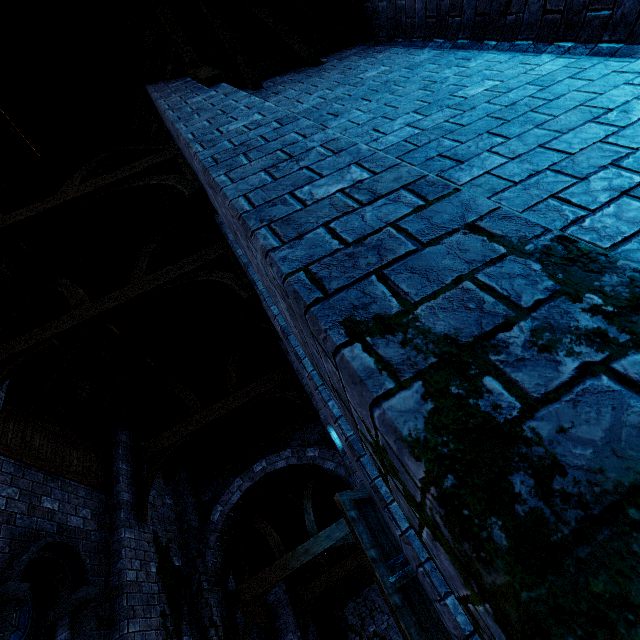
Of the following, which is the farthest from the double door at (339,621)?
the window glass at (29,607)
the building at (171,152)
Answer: the window glass at (29,607)

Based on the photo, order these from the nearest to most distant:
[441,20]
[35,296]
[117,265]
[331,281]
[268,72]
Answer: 1. [331,281]
2. [441,20]
3. [268,72]
4. [35,296]
5. [117,265]

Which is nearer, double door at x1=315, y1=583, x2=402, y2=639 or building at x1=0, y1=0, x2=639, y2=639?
building at x1=0, y1=0, x2=639, y2=639

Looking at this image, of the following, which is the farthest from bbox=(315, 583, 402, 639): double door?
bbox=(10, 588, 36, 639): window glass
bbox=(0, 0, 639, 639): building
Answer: bbox=(10, 588, 36, 639): window glass

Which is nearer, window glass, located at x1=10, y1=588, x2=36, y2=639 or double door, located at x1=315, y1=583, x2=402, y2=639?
window glass, located at x1=10, y1=588, x2=36, y2=639

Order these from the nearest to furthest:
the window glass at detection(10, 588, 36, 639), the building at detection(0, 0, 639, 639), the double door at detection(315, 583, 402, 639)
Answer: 1. the building at detection(0, 0, 639, 639)
2. the window glass at detection(10, 588, 36, 639)
3. the double door at detection(315, 583, 402, 639)

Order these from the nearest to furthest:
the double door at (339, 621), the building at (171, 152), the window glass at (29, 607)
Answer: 1. the building at (171, 152)
2. the window glass at (29, 607)
3. the double door at (339, 621)

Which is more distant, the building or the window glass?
the window glass
